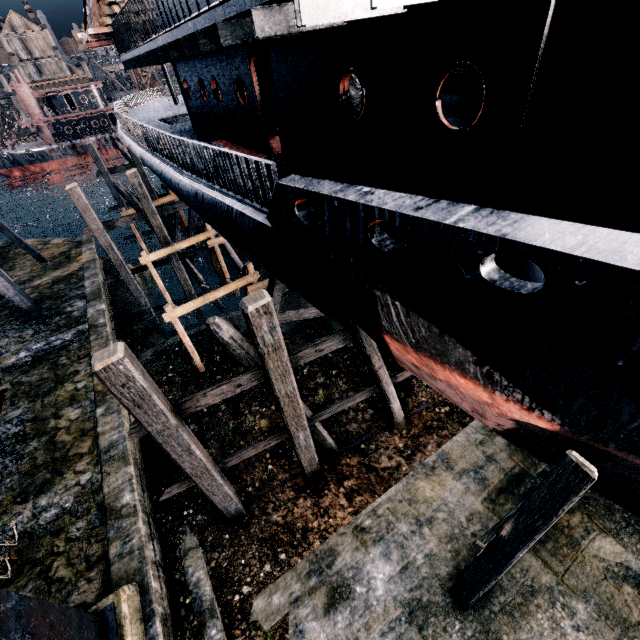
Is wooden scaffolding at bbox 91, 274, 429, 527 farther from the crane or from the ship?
the crane

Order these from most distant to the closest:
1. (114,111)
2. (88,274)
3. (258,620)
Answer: (114,111) < (88,274) < (258,620)

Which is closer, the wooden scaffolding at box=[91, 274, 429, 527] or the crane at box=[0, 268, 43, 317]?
the wooden scaffolding at box=[91, 274, 429, 527]

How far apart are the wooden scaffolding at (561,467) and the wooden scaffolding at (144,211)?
22.26m

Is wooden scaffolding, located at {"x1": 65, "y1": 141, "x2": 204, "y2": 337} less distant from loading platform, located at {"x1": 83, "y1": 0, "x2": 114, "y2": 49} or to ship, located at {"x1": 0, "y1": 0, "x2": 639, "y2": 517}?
ship, located at {"x1": 0, "y1": 0, "x2": 639, "y2": 517}

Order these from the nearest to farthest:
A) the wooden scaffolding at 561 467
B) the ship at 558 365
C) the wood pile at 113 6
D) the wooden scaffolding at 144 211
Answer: the ship at 558 365 < the wooden scaffolding at 561 467 < the wood pile at 113 6 < the wooden scaffolding at 144 211

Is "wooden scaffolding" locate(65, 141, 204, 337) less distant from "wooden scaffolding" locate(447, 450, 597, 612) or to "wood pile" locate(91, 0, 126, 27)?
"wood pile" locate(91, 0, 126, 27)
